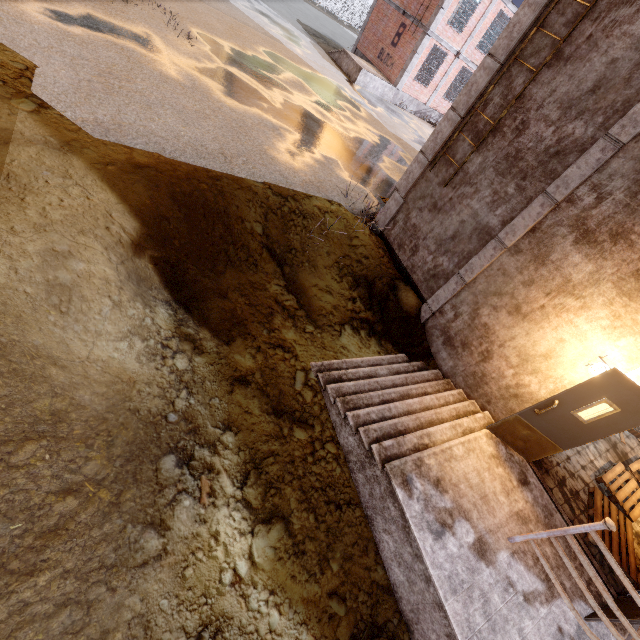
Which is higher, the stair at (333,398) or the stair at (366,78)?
the stair at (366,78)

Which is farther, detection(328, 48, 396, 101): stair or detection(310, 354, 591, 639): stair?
detection(328, 48, 396, 101): stair

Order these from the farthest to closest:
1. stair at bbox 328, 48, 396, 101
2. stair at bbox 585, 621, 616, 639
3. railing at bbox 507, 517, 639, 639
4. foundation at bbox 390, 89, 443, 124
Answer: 1. foundation at bbox 390, 89, 443, 124
2. stair at bbox 328, 48, 396, 101
3. stair at bbox 585, 621, 616, 639
4. railing at bbox 507, 517, 639, 639

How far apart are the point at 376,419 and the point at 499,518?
2.2m

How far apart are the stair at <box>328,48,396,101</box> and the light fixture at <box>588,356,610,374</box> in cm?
2116

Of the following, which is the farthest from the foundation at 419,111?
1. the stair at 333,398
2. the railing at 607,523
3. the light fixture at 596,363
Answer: the railing at 607,523

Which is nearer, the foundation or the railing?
the railing

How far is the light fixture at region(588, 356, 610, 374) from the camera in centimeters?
472cm
